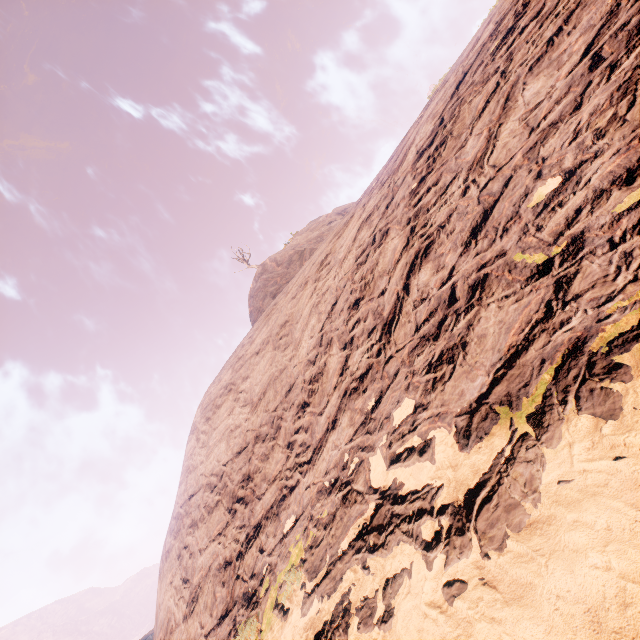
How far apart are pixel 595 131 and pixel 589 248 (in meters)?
1.46
